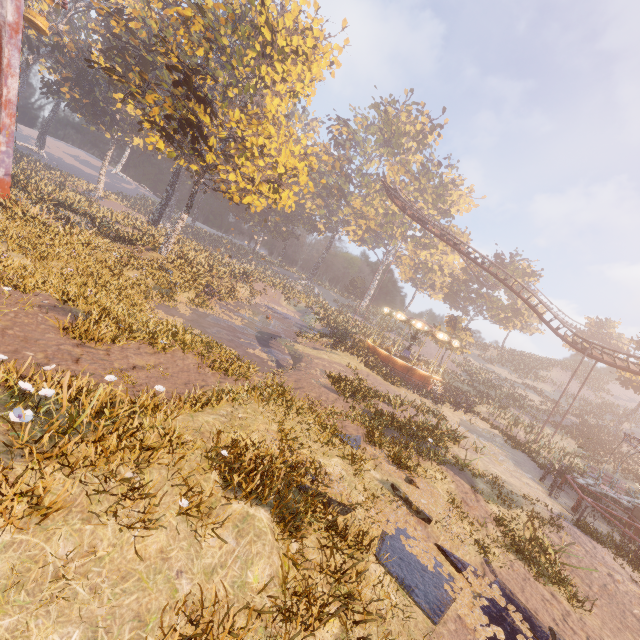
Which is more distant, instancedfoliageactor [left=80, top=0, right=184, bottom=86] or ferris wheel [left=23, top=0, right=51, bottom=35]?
instancedfoliageactor [left=80, top=0, right=184, bottom=86]

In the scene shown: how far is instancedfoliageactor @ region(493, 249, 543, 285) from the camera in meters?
54.1

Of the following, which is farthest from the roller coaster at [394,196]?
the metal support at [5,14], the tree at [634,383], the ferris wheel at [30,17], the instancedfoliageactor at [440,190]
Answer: the metal support at [5,14]

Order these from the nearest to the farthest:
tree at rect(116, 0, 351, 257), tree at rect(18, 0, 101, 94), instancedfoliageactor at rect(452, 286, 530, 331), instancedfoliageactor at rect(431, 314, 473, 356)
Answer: tree at rect(116, 0, 351, 257) → tree at rect(18, 0, 101, 94) → instancedfoliageactor at rect(431, 314, 473, 356) → instancedfoliageactor at rect(452, 286, 530, 331)

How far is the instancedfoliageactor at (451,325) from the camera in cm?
4224

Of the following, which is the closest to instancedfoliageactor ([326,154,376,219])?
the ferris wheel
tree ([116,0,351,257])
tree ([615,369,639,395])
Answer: tree ([116,0,351,257])

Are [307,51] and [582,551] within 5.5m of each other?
no
